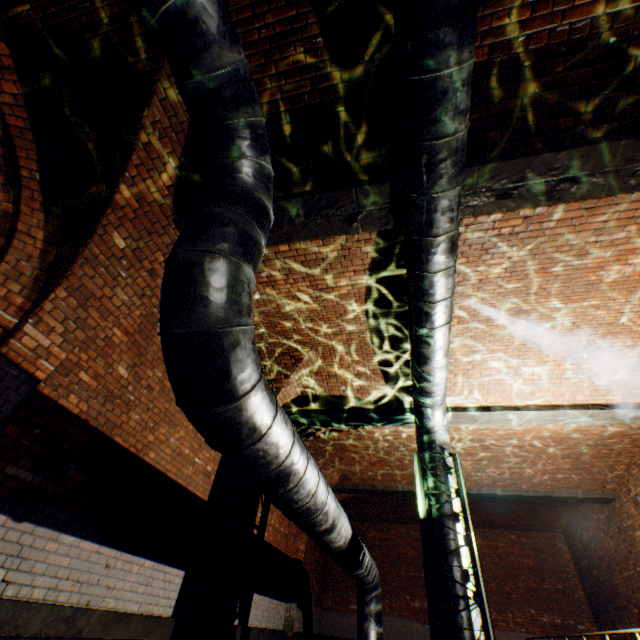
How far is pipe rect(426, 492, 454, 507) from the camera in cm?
543

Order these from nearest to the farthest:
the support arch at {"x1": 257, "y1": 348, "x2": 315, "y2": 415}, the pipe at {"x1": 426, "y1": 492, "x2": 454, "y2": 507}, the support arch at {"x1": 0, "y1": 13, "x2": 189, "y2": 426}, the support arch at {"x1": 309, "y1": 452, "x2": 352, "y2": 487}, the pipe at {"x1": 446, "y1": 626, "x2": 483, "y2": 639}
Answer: the support arch at {"x1": 0, "y1": 13, "x2": 189, "y2": 426} < the pipe at {"x1": 446, "y1": 626, "x2": 483, "y2": 639} < the pipe at {"x1": 426, "y1": 492, "x2": 454, "y2": 507} < the support arch at {"x1": 257, "y1": 348, "x2": 315, "y2": 415} < the support arch at {"x1": 309, "y1": 452, "x2": 352, "y2": 487}

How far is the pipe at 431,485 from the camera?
5.5 meters

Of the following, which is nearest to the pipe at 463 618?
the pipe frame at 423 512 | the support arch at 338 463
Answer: the pipe frame at 423 512

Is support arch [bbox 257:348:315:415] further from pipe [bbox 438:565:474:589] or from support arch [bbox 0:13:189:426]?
pipe [bbox 438:565:474:589]

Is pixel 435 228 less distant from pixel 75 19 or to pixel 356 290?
pixel 356 290

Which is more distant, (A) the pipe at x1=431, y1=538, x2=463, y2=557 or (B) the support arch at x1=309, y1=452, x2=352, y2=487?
(B) the support arch at x1=309, y1=452, x2=352, y2=487

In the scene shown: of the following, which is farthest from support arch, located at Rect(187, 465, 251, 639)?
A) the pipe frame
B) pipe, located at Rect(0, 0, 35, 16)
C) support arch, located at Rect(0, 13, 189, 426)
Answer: the pipe frame
